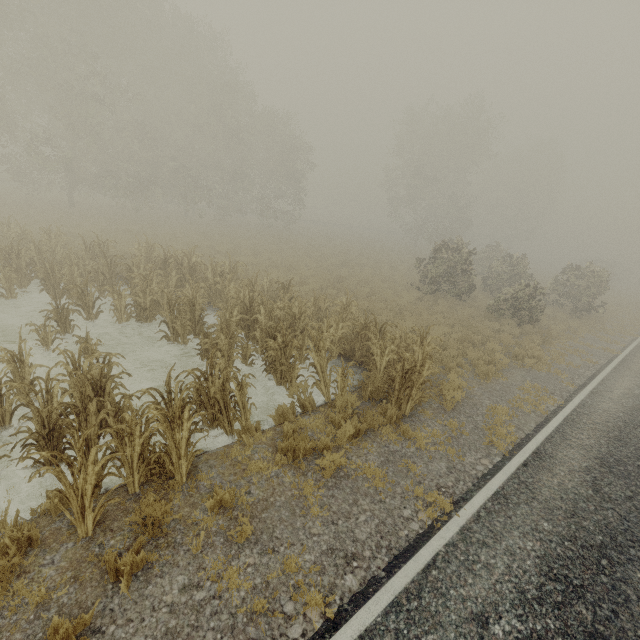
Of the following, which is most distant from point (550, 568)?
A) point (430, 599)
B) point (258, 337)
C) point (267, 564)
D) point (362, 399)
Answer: point (258, 337)
